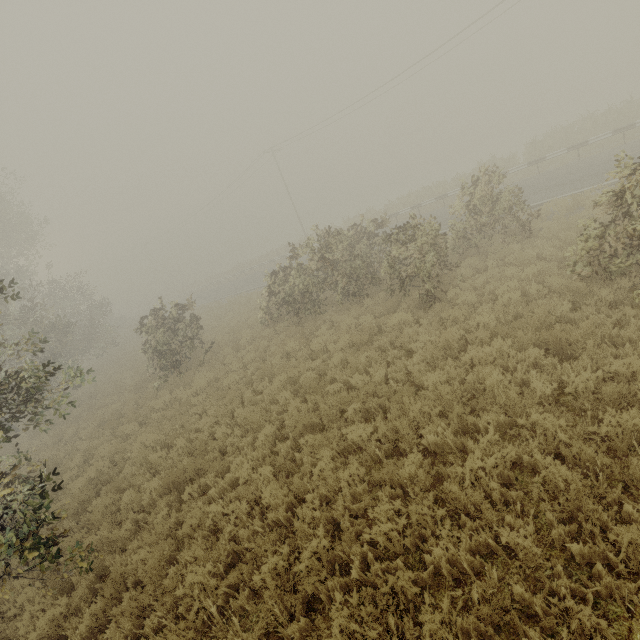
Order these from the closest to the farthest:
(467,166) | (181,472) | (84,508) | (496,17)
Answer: (181,472) < (84,508) < (496,17) < (467,166)

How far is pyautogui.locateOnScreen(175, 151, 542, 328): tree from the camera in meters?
11.0 m

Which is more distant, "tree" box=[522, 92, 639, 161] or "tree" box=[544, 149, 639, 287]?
"tree" box=[522, 92, 639, 161]

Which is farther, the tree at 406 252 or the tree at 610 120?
the tree at 610 120

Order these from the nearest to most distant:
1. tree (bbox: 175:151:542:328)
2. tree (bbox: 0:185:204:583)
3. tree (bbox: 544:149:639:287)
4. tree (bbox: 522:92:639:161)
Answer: tree (bbox: 0:185:204:583) → tree (bbox: 544:149:639:287) → tree (bbox: 175:151:542:328) → tree (bbox: 522:92:639:161)

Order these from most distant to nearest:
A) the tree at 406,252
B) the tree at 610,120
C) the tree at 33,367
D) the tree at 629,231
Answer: the tree at 610,120, the tree at 406,252, the tree at 629,231, the tree at 33,367
